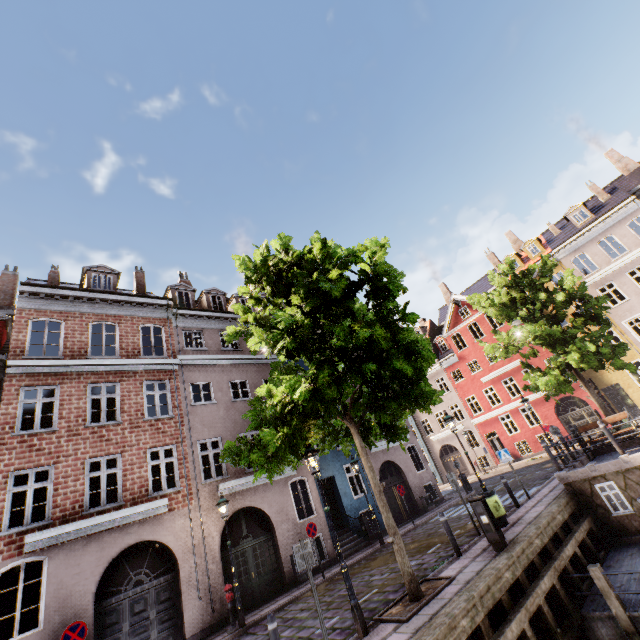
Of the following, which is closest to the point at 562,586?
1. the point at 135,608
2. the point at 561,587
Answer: the point at 561,587

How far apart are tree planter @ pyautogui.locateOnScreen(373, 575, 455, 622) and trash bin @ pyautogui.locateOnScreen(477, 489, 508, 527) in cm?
358

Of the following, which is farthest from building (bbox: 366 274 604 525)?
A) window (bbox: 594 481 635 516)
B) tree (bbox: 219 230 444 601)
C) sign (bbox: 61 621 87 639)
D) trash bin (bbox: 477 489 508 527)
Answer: window (bbox: 594 481 635 516)

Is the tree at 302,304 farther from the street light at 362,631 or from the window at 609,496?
the window at 609,496

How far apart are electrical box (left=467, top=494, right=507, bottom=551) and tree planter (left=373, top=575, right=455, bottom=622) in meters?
1.5

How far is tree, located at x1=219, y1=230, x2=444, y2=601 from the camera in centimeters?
749cm

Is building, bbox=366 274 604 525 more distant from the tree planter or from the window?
the window

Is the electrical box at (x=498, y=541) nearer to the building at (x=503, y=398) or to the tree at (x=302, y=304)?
the tree at (x=302, y=304)
